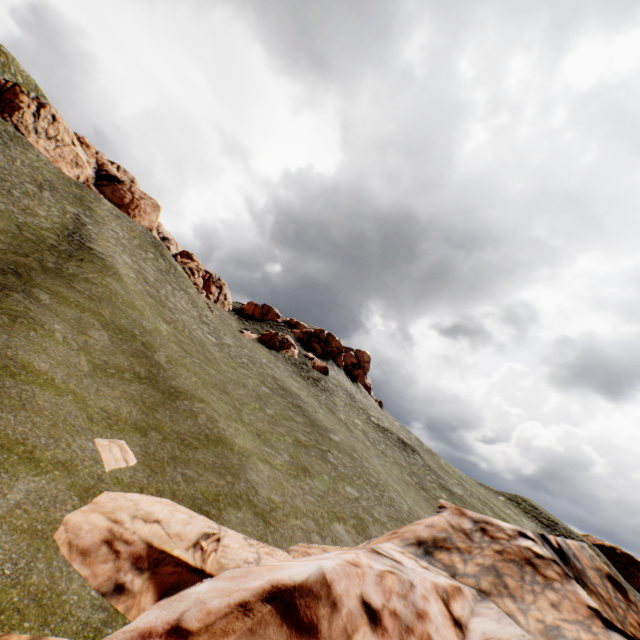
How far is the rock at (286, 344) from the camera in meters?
48.2

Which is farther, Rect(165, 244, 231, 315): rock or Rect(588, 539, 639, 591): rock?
Rect(588, 539, 639, 591): rock

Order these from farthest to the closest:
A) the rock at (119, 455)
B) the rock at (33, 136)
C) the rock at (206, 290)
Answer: the rock at (206, 290) < the rock at (33, 136) < the rock at (119, 455)

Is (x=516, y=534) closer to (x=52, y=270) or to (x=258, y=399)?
(x=258, y=399)

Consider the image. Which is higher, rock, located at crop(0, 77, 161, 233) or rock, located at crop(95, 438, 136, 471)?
rock, located at crop(0, 77, 161, 233)

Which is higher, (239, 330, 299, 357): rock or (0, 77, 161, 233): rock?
(0, 77, 161, 233): rock

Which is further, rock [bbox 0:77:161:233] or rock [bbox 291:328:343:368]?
rock [bbox 291:328:343:368]
